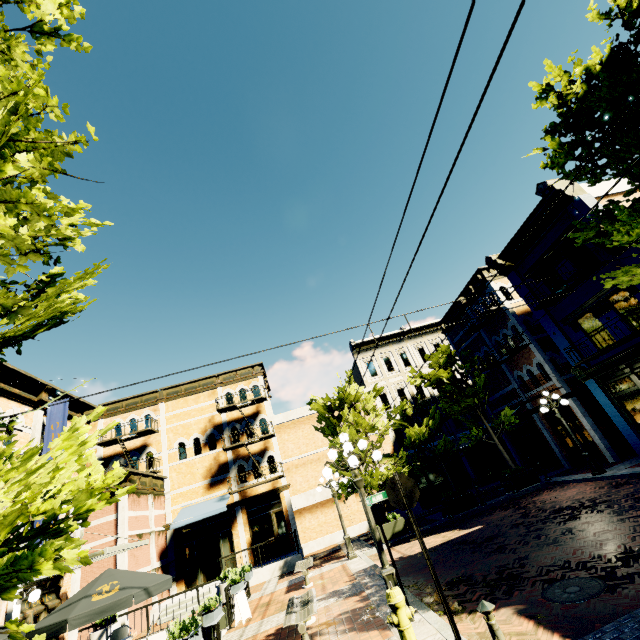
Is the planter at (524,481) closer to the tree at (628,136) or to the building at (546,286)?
the tree at (628,136)

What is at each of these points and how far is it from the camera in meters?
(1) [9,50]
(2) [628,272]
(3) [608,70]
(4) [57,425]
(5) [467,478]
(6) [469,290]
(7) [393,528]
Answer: (1) tree, 3.6 m
(2) tree, 8.3 m
(3) tree, 8.2 m
(4) banner, 12.5 m
(5) building, 24.0 m
(6) building, 22.4 m
(7) planter, 14.8 m

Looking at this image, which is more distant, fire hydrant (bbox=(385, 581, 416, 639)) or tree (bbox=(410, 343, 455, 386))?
tree (bbox=(410, 343, 455, 386))

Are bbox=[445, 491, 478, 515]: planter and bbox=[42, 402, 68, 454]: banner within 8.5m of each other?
no

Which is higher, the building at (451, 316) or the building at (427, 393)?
the building at (451, 316)

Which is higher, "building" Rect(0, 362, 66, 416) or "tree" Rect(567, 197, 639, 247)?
"building" Rect(0, 362, 66, 416)

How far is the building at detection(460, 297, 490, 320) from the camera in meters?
19.5 m

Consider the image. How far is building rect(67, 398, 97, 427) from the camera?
14.5m
